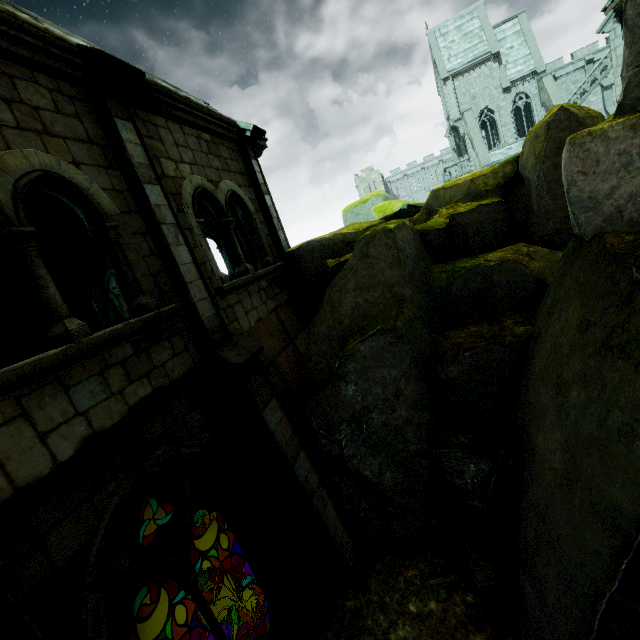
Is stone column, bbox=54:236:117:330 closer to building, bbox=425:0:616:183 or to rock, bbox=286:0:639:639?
rock, bbox=286:0:639:639

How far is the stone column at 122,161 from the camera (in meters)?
4.35

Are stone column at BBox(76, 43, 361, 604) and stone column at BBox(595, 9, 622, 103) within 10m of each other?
no

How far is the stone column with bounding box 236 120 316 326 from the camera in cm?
766

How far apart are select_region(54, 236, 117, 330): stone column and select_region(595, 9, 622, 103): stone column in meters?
22.8

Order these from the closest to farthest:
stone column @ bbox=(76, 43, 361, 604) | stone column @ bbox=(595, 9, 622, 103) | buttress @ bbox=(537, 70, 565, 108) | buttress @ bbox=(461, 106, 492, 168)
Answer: stone column @ bbox=(76, 43, 361, 604), stone column @ bbox=(595, 9, 622, 103), buttress @ bbox=(537, 70, 565, 108), buttress @ bbox=(461, 106, 492, 168)

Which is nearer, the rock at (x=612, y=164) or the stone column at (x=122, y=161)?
the rock at (x=612, y=164)

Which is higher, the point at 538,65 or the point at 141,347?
the point at 538,65
